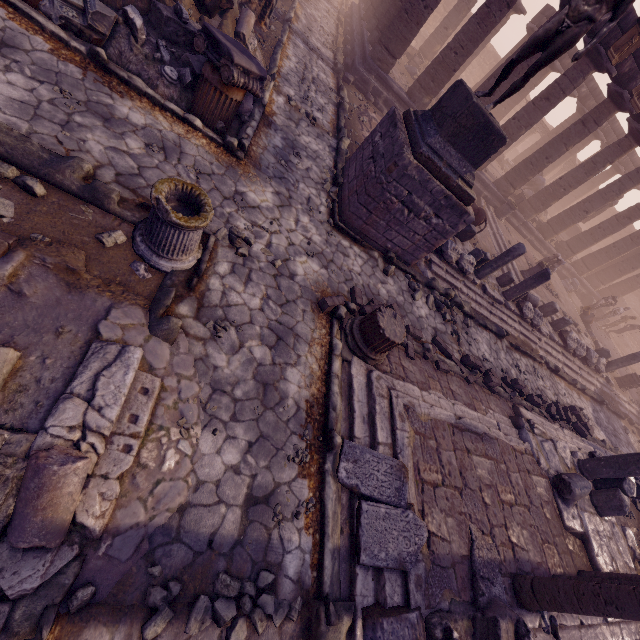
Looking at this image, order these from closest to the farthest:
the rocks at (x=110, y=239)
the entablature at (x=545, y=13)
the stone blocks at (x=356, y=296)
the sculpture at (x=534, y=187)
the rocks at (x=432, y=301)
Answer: the rocks at (x=110, y=239) < the stone blocks at (x=356, y=296) < the rocks at (x=432, y=301) < the entablature at (x=545, y=13) < the sculpture at (x=534, y=187)

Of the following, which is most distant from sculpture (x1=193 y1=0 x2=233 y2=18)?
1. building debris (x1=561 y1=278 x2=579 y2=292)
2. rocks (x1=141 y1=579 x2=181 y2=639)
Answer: building debris (x1=561 y1=278 x2=579 y2=292)

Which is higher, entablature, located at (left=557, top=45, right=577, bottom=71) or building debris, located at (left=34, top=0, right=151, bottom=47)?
entablature, located at (left=557, top=45, right=577, bottom=71)

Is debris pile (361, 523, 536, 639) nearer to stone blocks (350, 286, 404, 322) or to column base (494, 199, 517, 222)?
stone blocks (350, 286, 404, 322)

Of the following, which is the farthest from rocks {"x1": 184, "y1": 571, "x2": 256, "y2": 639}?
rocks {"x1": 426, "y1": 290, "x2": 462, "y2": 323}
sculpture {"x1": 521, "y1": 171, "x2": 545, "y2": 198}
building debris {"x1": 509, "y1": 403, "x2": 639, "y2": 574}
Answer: sculpture {"x1": 521, "y1": 171, "x2": 545, "y2": 198}

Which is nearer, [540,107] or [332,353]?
[332,353]

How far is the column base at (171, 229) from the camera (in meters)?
3.61

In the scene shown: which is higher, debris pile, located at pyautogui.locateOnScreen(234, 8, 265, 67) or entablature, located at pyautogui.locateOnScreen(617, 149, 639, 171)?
entablature, located at pyautogui.locateOnScreen(617, 149, 639, 171)
